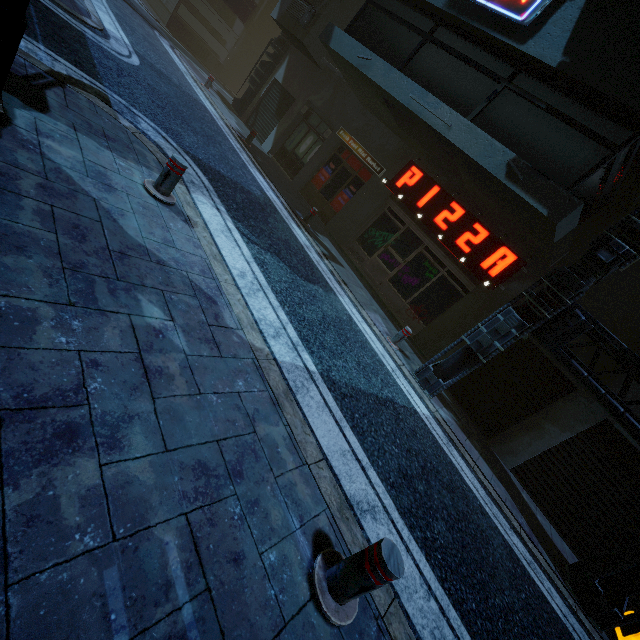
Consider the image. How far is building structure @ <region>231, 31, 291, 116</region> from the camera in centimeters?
1531cm

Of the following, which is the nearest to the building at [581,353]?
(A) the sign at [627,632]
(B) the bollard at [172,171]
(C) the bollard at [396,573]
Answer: (A) the sign at [627,632]

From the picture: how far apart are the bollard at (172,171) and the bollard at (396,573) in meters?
4.6 m

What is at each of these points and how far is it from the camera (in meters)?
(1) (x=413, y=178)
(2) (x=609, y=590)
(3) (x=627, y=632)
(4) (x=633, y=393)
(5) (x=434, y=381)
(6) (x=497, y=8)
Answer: (1) sign, 10.36
(2) building structure, 5.69
(3) sign, 5.54
(4) building, 7.09
(5) building structure, 7.32
(6) sign, 6.75

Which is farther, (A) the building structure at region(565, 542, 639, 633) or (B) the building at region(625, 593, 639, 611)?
(B) the building at region(625, 593, 639, 611)

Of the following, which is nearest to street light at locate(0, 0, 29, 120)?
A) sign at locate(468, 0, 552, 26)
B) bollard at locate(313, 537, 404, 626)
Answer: bollard at locate(313, 537, 404, 626)

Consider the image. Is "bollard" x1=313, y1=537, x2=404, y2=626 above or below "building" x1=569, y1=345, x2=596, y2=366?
below

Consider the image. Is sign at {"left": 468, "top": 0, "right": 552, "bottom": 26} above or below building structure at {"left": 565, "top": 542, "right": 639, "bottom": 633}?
above
